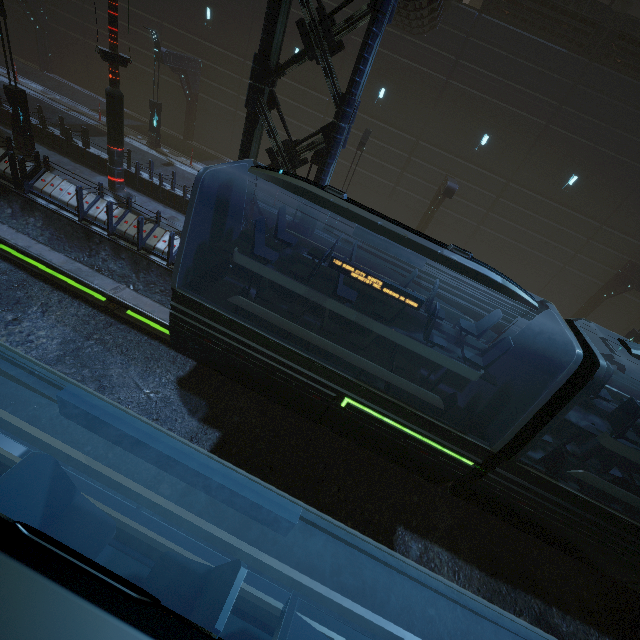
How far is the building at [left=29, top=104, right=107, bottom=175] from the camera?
14.4m

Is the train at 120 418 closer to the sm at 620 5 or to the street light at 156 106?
the street light at 156 106

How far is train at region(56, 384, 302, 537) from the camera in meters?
2.2 m

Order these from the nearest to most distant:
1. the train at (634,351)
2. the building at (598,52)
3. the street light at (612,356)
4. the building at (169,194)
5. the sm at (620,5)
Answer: the train at (634,351)
the building at (169,194)
the building at (598,52)
the sm at (620,5)
the street light at (612,356)

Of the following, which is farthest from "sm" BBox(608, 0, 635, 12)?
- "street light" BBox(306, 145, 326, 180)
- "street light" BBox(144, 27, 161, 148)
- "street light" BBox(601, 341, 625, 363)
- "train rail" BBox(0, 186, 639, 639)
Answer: "street light" BBox(144, 27, 161, 148)

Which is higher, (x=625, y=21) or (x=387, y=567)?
(x=625, y=21)

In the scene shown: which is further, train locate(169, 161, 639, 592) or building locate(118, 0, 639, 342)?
building locate(118, 0, 639, 342)

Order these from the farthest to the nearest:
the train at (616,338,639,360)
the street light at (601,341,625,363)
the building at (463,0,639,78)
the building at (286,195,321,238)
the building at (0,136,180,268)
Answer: the street light at (601,341,625,363), the building at (463,0,639,78), the building at (0,136,180,268), the building at (286,195,321,238), the train at (616,338,639,360)
